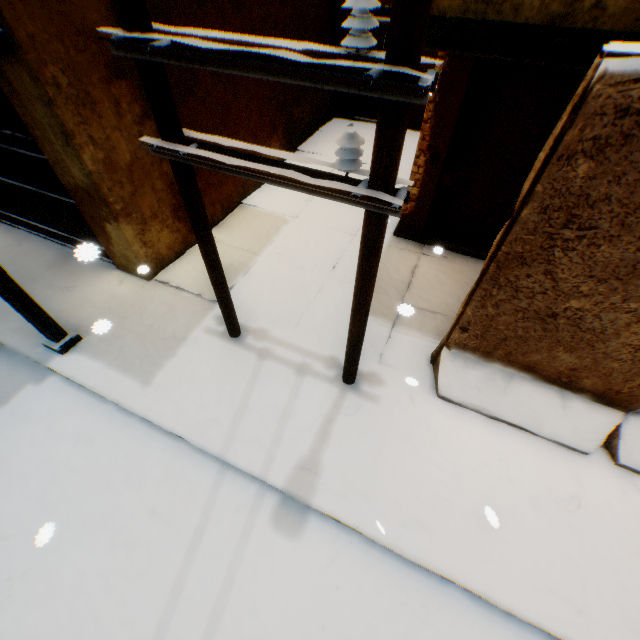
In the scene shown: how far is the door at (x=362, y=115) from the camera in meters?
9.3

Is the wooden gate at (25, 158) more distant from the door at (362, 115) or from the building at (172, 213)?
the door at (362, 115)

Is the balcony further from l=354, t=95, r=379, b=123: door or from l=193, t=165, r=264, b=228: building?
l=354, t=95, r=379, b=123: door

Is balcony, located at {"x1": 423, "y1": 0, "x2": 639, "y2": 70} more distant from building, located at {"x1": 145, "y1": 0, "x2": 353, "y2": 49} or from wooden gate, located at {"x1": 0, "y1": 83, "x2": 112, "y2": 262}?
wooden gate, located at {"x1": 0, "y1": 83, "x2": 112, "y2": 262}

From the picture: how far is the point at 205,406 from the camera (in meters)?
4.04

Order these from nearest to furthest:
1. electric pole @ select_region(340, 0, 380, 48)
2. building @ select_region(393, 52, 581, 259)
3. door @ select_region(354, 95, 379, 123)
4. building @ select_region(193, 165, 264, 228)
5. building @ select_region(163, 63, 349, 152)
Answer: electric pole @ select_region(340, 0, 380, 48), building @ select_region(393, 52, 581, 259), building @ select_region(163, 63, 349, 152), building @ select_region(193, 165, 264, 228), door @ select_region(354, 95, 379, 123)

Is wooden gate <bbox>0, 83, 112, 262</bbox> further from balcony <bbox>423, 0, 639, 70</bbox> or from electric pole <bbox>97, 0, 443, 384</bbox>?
electric pole <bbox>97, 0, 443, 384</bbox>

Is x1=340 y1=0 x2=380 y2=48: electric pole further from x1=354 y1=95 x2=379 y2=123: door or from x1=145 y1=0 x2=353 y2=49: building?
x1=354 y1=95 x2=379 y2=123: door
